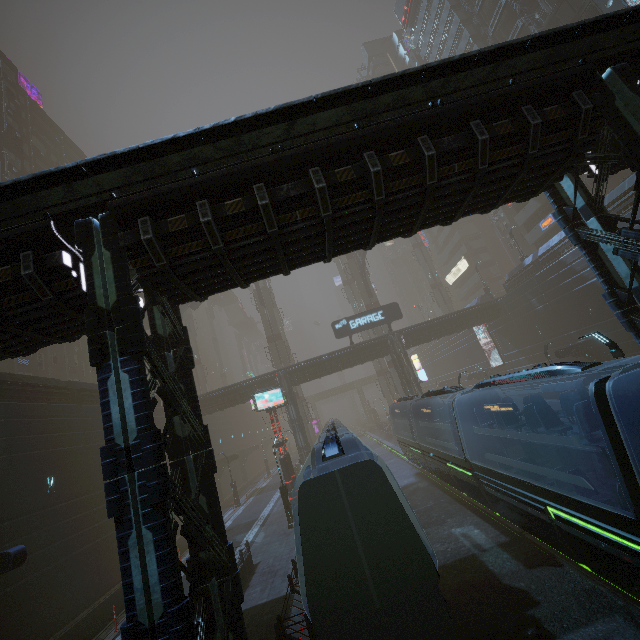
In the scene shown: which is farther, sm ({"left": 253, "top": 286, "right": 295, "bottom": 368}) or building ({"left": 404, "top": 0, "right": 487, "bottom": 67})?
sm ({"left": 253, "top": 286, "right": 295, "bottom": 368})

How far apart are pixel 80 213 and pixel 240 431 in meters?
56.9 m

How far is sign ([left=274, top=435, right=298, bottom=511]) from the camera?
24.89m

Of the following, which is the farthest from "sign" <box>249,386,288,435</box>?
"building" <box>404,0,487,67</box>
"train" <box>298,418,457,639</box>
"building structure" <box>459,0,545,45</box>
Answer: "building structure" <box>459,0,545,45</box>

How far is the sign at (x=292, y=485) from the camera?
24.9 meters

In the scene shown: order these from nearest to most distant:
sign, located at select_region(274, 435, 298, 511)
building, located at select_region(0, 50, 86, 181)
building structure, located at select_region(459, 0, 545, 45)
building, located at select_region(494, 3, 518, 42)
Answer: sign, located at select_region(274, 435, 298, 511) < building structure, located at select_region(459, 0, 545, 45) < building, located at select_region(0, 50, 86, 181) < building, located at select_region(494, 3, 518, 42)

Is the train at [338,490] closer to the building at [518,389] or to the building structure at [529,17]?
the building at [518,389]

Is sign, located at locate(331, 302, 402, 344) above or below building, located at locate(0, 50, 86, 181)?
below
